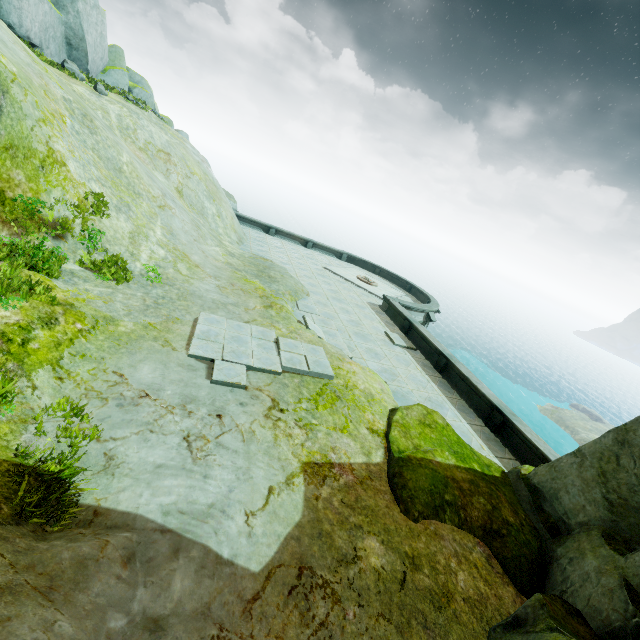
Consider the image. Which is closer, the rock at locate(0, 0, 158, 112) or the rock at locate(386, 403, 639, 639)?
the rock at locate(386, 403, 639, 639)

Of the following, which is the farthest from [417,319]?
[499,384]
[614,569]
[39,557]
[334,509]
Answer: [499,384]

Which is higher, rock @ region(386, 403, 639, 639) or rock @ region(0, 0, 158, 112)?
rock @ region(0, 0, 158, 112)

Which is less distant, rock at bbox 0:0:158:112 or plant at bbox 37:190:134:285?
plant at bbox 37:190:134:285

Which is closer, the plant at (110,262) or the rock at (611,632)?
the rock at (611,632)

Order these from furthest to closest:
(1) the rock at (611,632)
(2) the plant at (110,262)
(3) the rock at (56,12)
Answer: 1. (3) the rock at (56,12)
2. (2) the plant at (110,262)
3. (1) the rock at (611,632)

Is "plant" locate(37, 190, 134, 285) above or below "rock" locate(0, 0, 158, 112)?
below
